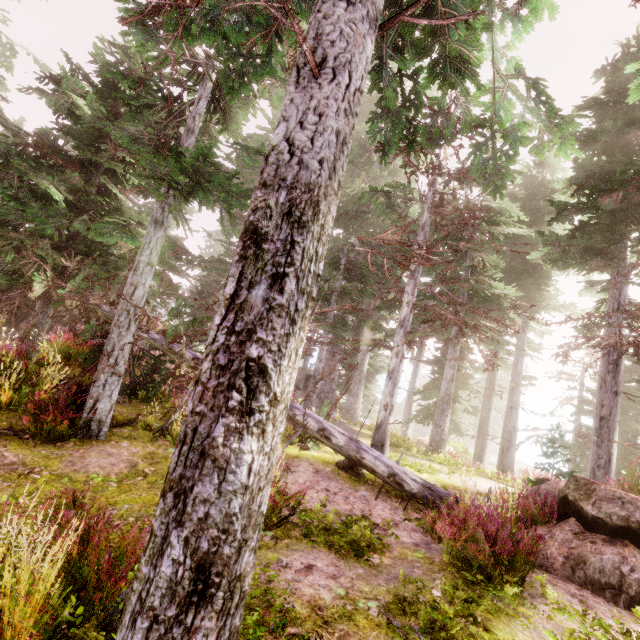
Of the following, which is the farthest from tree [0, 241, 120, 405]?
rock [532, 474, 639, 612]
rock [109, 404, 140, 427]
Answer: rock [532, 474, 639, 612]

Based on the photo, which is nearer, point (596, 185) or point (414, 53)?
point (414, 53)

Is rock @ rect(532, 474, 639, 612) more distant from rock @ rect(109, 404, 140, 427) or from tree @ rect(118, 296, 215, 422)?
rock @ rect(109, 404, 140, 427)

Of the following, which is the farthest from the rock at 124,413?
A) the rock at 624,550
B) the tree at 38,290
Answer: the rock at 624,550

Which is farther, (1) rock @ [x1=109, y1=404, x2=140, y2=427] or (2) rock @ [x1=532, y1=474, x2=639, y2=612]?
(1) rock @ [x1=109, y1=404, x2=140, y2=427]

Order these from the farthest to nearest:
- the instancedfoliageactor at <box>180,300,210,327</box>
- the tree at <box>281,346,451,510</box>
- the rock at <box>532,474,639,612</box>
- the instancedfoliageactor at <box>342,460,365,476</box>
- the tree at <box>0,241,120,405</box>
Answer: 1. the instancedfoliageactor at <box>180,300,210,327</box>
2. the instancedfoliageactor at <box>342,460,365,476</box>
3. the tree at <box>281,346,451,510</box>
4. the tree at <box>0,241,120,405</box>
5. the rock at <box>532,474,639,612</box>

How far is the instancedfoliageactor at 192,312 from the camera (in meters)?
24.08
